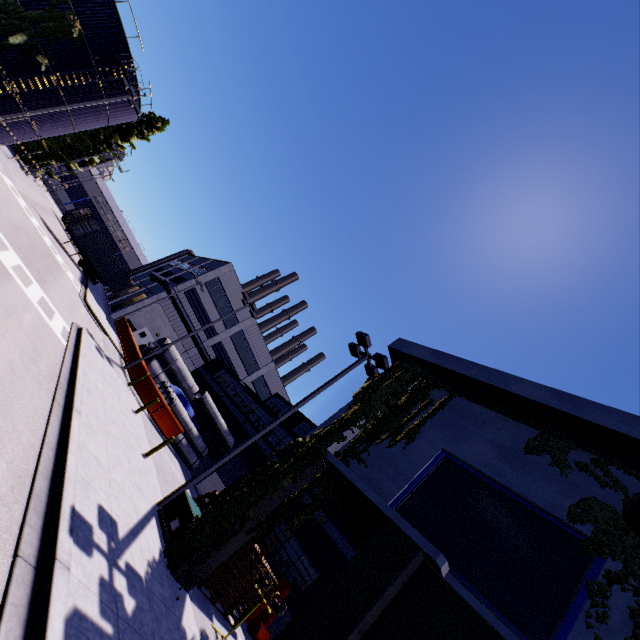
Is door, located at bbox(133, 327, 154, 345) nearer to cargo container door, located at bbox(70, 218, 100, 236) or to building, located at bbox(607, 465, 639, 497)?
building, located at bbox(607, 465, 639, 497)

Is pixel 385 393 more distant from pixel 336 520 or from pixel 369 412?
pixel 336 520

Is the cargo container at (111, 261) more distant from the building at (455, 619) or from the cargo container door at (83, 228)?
the building at (455, 619)

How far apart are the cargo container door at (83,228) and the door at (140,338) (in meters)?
11.93

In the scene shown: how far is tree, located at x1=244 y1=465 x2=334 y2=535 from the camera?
9.19m

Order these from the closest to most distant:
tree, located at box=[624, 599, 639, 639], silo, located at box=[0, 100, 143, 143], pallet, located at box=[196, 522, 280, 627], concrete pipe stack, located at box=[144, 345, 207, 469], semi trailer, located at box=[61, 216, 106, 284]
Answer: tree, located at box=[624, 599, 639, 639] < pallet, located at box=[196, 522, 280, 627] < concrete pipe stack, located at box=[144, 345, 207, 469] < silo, located at box=[0, 100, 143, 143] < semi trailer, located at box=[61, 216, 106, 284]

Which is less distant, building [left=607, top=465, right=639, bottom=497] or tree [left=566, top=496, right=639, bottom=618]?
tree [left=566, top=496, right=639, bottom=618]

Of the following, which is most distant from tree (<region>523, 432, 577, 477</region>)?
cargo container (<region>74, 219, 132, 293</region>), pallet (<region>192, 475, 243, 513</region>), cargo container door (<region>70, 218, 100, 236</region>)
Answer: cargo container door (<region>70, 218, 100, 236</region>)
